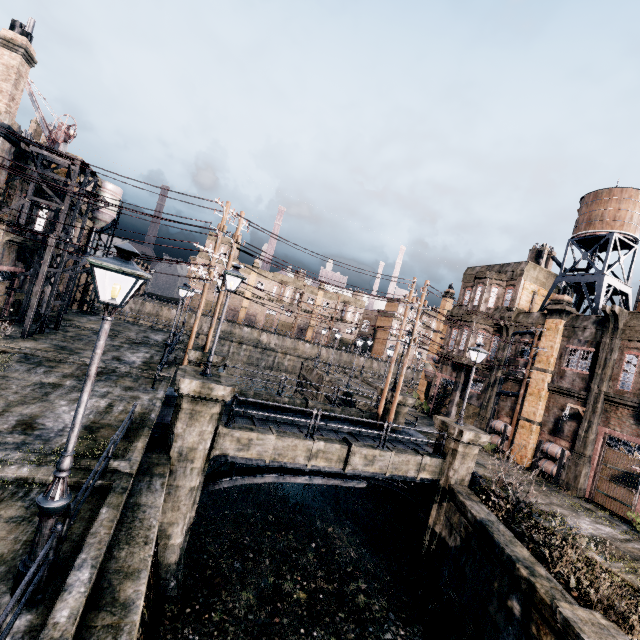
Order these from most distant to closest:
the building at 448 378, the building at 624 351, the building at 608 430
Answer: the building at 448 378
the building at 624 351
the building at 608 430

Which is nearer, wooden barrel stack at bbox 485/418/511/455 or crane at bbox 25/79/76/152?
crane at bbox 25/79/76/152

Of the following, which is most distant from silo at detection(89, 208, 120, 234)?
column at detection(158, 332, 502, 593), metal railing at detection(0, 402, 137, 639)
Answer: metal railing at detection(0, 402, 137, 639)

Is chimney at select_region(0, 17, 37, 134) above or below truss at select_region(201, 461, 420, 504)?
above

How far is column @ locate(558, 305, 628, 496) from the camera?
20.2m

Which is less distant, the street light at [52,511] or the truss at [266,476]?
the street light at [52,511]

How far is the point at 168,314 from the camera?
52.7 meters

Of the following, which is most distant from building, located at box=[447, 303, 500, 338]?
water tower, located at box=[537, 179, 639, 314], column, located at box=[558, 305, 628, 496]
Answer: water tower, located at box=[537, 179, 639, 314]
